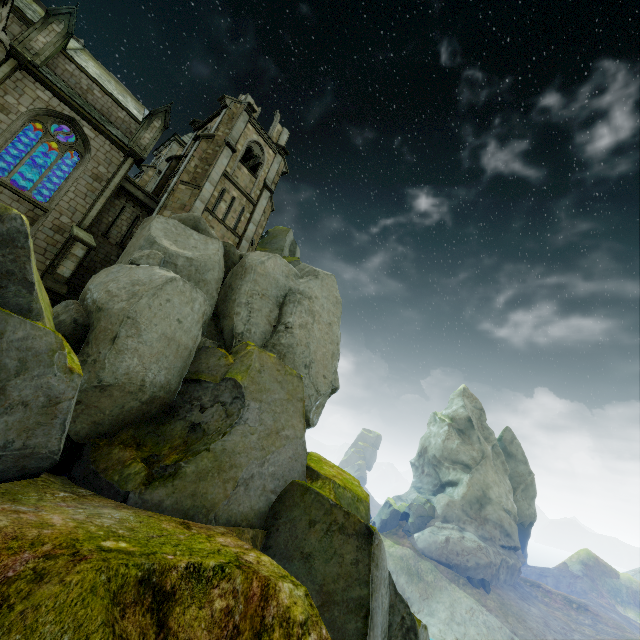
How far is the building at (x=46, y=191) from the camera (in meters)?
21.62

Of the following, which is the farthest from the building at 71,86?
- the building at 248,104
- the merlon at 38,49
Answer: the building at 248,104

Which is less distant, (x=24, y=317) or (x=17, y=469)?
(x=17, y=469)

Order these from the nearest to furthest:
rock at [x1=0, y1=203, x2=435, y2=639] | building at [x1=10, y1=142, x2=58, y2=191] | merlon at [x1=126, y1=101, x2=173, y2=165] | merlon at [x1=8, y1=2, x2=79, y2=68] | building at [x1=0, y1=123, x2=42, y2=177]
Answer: rock at [x1=0, y1=203, x2=435, y2=639] → merlon at [x1=8, y1=2, x2=79, y2=68] → building at [x1=0, y1=123, x2=42, y2=177] → merlon at [x1=126, y1=101, x2=173, y2=165] → building at [x1=10, y1=142, x2=58, y2=191]

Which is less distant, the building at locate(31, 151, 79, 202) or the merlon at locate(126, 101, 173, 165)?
the merlon at locate(126, 101, 173, 165)

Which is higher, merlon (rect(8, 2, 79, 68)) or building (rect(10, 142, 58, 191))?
merlon (rect(8, 2, 79, 68))

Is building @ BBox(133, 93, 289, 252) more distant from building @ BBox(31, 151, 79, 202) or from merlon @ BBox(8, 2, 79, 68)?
merlon @ BBox(8, 2, 79, 68)

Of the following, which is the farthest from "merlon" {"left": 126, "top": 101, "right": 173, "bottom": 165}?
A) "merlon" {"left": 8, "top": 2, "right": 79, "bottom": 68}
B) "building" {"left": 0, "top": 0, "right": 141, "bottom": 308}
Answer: "merlon" {"left": 8, "top": 2, "right": 79, "bottom": 68}
